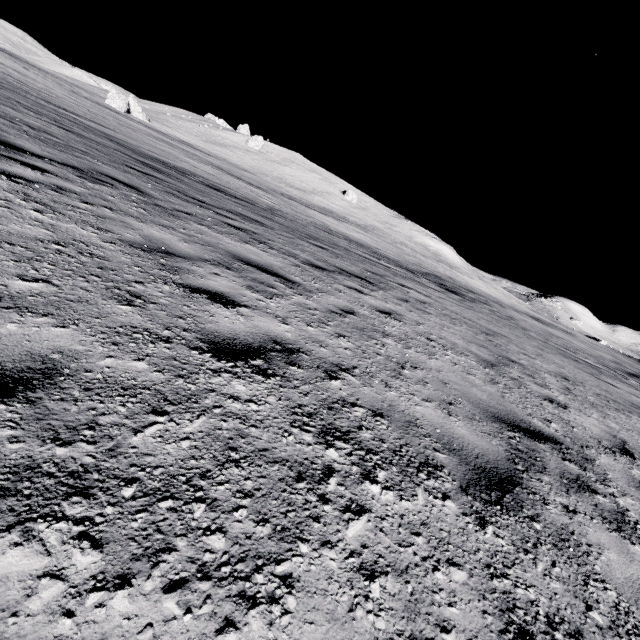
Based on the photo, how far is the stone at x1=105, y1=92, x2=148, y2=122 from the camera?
46.1 meters

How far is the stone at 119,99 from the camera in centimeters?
4609cm

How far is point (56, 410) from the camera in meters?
1.4
